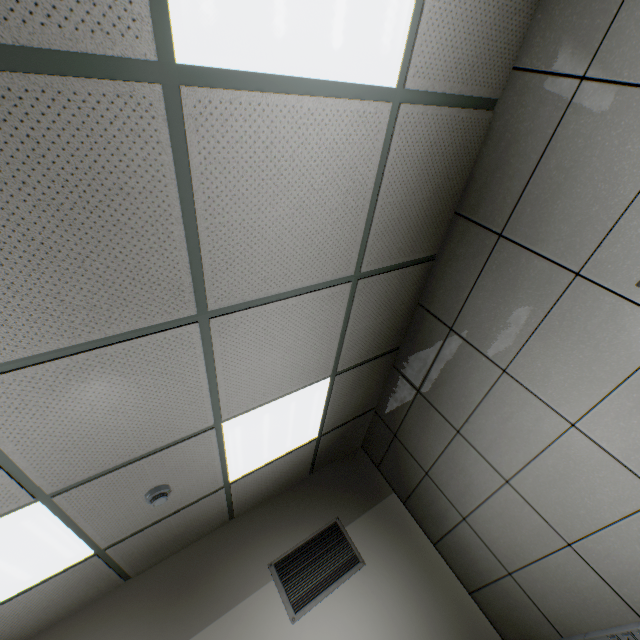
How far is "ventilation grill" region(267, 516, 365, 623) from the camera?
3.1 meters

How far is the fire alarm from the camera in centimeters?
229cm

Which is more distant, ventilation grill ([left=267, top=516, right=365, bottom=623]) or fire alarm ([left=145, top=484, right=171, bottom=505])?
ventilation grill ([left=267, top=516, right=365, bottom=623])

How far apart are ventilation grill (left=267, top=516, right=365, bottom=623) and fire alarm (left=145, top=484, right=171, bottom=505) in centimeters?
160cm

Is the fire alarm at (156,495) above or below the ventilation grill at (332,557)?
above

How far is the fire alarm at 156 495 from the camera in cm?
229

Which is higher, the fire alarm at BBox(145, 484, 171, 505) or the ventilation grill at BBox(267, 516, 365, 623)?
the fire alarm at BBox(145, 484, 171, 505)

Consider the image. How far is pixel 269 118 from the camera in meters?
1.2 m
